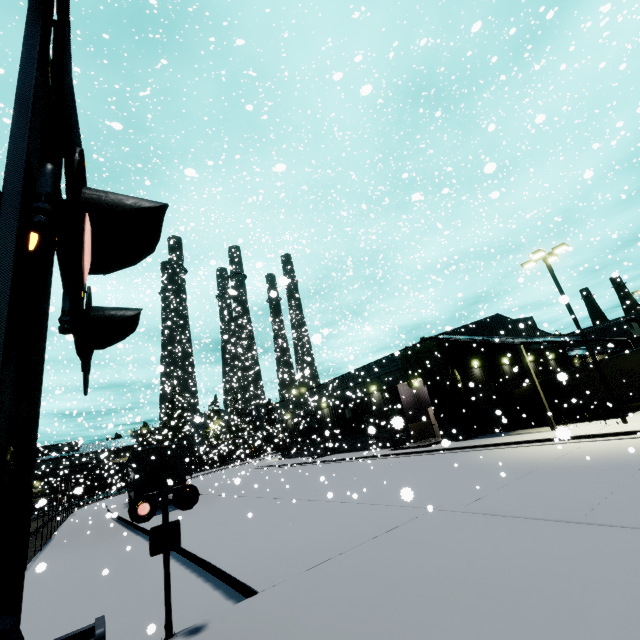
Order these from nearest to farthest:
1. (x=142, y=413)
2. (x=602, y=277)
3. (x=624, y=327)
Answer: (x=624, y=327) < (x=602, y=277) < (x=142, y=413)

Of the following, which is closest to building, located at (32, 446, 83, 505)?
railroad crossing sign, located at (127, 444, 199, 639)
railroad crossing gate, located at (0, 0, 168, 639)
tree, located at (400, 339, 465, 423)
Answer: tree, located at (400, 339, 465, 423)

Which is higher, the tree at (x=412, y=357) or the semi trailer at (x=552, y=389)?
the tree at (x=412, y=357)

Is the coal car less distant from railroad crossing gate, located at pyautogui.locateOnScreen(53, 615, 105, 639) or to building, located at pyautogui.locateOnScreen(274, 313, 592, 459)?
building, located at pyautogui.locateOnScreen(274, 313, 592, 459)

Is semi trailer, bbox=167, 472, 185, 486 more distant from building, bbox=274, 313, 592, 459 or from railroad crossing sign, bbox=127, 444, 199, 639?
railroad crossing sign, bbox=127, 444, 199, 639

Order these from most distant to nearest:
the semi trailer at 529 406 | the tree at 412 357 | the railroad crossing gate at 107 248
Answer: the semi trailer at 529 406 → the tree at 412 357 → the railroad crossing gate at 107 248

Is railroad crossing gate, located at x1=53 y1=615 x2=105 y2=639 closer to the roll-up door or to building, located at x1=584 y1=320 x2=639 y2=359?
building, located at x1=584 y1=320 x2=639 y2=359

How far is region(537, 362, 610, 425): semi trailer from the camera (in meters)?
23.27
